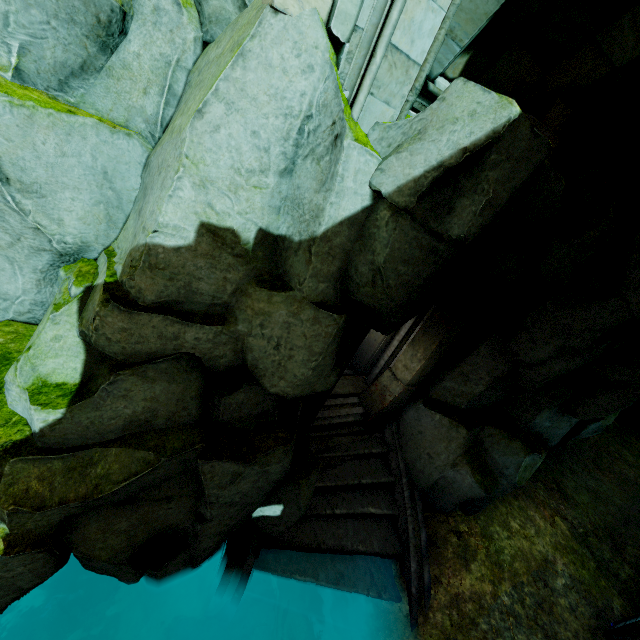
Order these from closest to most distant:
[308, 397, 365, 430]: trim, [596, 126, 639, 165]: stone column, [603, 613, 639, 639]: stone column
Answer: [596, 126, 639, 165]: stone column, [603, 613, 639, 639]: stone column, [308, 397, 365, 430]: trim

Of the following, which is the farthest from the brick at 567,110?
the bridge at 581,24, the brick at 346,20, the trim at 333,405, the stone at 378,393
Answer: the trim at 333,405

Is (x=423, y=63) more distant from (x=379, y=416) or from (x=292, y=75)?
(x=379, y=416)

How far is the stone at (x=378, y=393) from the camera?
7.83m

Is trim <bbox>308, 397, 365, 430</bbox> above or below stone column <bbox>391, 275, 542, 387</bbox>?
below

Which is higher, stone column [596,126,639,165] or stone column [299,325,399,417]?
stone column [596,126,639,165]

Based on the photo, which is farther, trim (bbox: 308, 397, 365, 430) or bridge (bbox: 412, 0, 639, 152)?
trim (bbox: 308, 397, 365, 430)

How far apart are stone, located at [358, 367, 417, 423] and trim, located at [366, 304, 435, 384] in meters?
0.0 m
